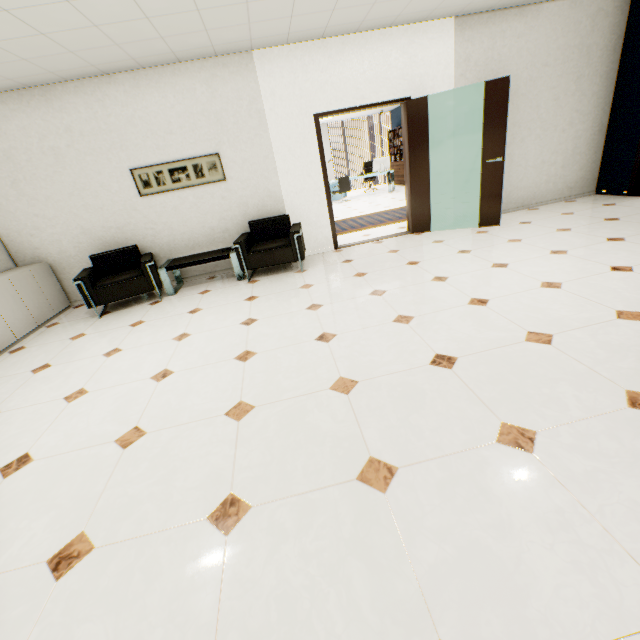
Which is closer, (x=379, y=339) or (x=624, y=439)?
(x=624, y=439)

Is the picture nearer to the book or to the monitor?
the monitor

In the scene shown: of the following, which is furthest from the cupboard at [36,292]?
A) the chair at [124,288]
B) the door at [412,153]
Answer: the door at [412,153]

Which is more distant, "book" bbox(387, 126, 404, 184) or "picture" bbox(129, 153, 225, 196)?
"book" bbox(387, 126, 404, 184)

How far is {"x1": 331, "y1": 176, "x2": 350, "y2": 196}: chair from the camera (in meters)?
11.67

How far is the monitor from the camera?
11.88m

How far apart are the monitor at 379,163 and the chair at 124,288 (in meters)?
9.45

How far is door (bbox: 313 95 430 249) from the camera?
5.0 meters
